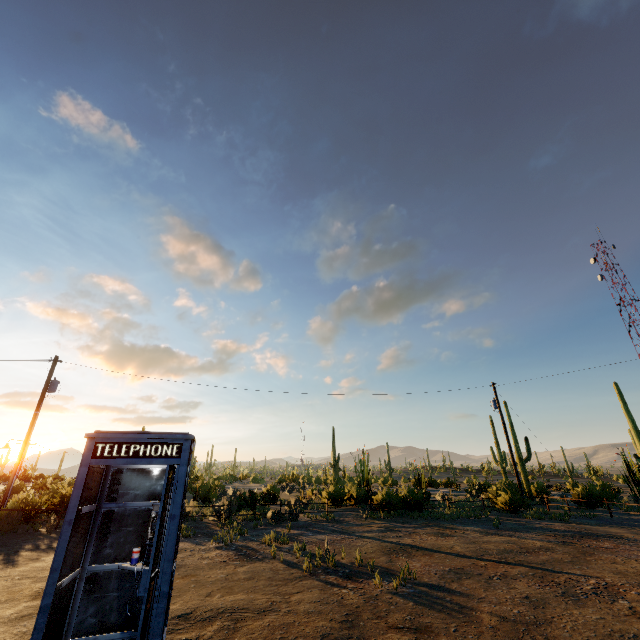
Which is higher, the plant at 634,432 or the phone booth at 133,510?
the plant at 634,432

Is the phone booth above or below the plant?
below

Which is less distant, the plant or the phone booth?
the phone booth

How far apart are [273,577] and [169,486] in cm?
643

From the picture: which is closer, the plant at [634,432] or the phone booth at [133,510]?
the phone booth at [133,510]
